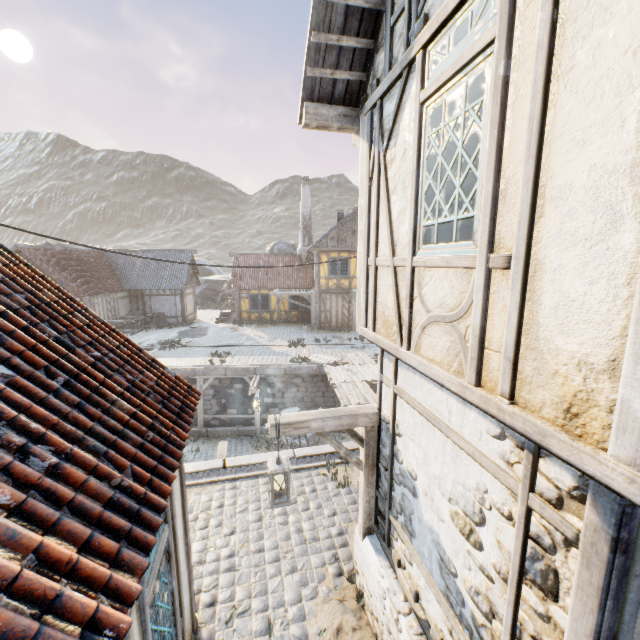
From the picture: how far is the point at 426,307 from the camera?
3.0m

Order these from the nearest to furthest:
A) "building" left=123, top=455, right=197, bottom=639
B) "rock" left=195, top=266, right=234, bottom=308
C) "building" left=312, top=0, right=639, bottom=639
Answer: "building" left=312, top=0, right=639, bottom=639 → "building" left=123, top=455, right=197, bottom=639 → "rock" left=195, top=266, right=234, bottom=308

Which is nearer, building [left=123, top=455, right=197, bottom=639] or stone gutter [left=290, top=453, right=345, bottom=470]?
building [left=123, top=455, right=197, bottom=639]

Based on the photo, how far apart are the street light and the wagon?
7.90m

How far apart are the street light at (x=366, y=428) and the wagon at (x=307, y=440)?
7.9 meters

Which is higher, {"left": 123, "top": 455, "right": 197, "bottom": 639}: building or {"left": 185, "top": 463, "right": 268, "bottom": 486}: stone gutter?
{"left": 123, "top": 455, "right": 197, "bottom": 639}: building

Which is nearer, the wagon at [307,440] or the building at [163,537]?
the building at [163,537]

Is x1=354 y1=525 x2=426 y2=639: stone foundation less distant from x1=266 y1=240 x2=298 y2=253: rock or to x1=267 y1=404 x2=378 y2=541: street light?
x1=267 y1=404 x2=378 y2=541: street light
